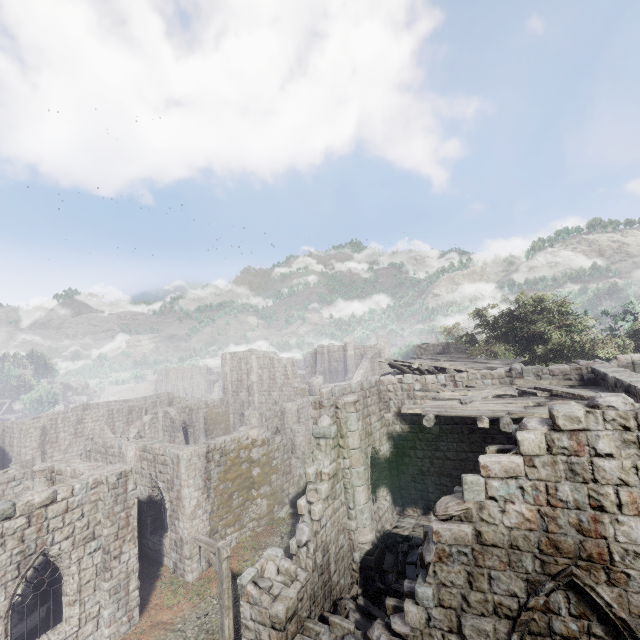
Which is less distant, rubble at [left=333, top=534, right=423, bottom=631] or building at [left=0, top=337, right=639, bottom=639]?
building at [left=0, top=337, right=639, bottom=639]

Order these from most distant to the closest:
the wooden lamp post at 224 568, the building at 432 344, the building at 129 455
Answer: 1. the building at 432 344
2. the wooden lamp post at 224 568
3. the building at 129 455

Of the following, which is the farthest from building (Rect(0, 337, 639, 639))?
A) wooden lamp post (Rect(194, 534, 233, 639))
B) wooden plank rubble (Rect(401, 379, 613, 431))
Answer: wooden lamp post (Rect(194, 534, 233, 639))

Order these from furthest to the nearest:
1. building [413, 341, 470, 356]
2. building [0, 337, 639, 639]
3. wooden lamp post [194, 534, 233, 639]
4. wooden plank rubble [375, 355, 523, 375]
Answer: building [413, 341, 470, 356] → wooden plank rubble [375, 355, 523, 375] → wooden lamp post [194, 534, 233, 639] → building [0, 337, 639, 639]

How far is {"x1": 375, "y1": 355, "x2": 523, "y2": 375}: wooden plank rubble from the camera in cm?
1669

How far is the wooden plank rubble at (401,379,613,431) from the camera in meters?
9.7

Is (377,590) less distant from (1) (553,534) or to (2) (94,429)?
(1) (553,534)

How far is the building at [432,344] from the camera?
32.47m
